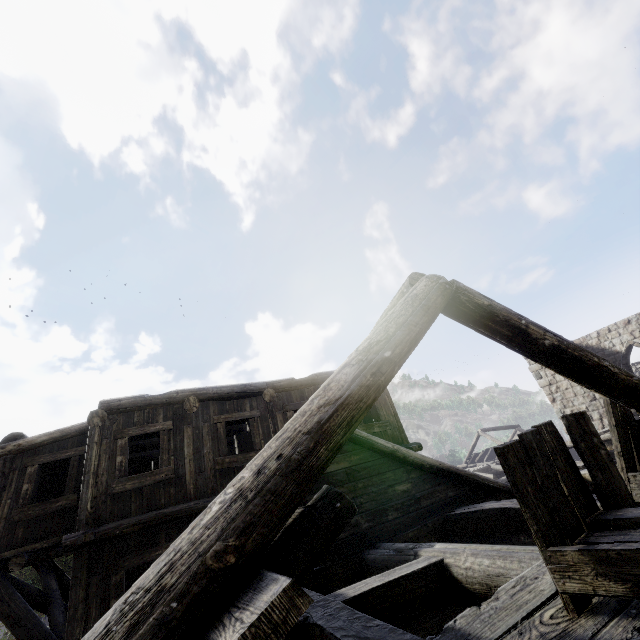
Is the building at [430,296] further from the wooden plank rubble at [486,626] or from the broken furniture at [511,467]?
the broken furniture at [511,467]

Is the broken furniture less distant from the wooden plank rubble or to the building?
the wooden plank rubble

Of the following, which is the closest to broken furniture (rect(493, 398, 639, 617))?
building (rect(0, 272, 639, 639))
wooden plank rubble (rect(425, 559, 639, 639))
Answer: wooden plank rubble (rect(425, 559, 639, 639))

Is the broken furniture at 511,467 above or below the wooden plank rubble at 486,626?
above

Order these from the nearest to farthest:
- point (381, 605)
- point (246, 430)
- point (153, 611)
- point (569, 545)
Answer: point (153, 611), point (569, 545), point (381, 605), point (246, 430)

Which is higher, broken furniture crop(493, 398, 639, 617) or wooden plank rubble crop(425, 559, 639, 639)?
broken furniture crop(493, 398, 639, 617)
